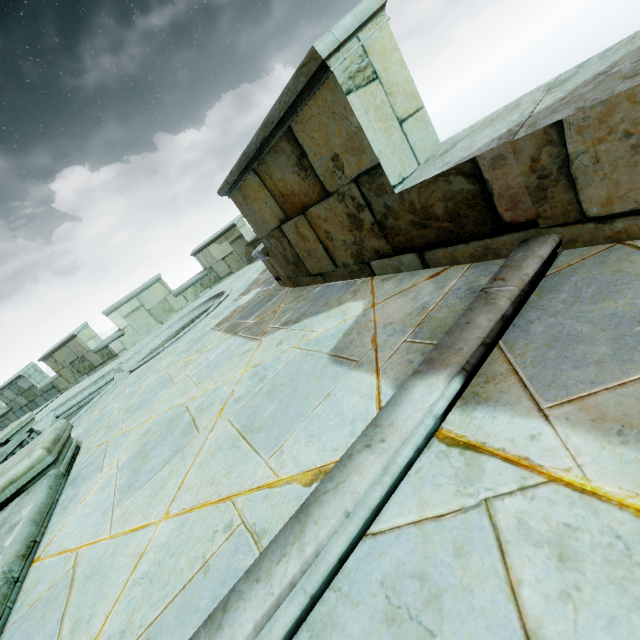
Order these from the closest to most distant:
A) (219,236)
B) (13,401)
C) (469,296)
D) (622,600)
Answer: (622,600)
(469,296)
(219,236)
(13,401)

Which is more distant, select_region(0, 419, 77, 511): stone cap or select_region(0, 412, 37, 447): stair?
select_region(0, 412, 37, 447): stair

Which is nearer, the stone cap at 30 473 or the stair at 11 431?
the stone cap at 30 473
